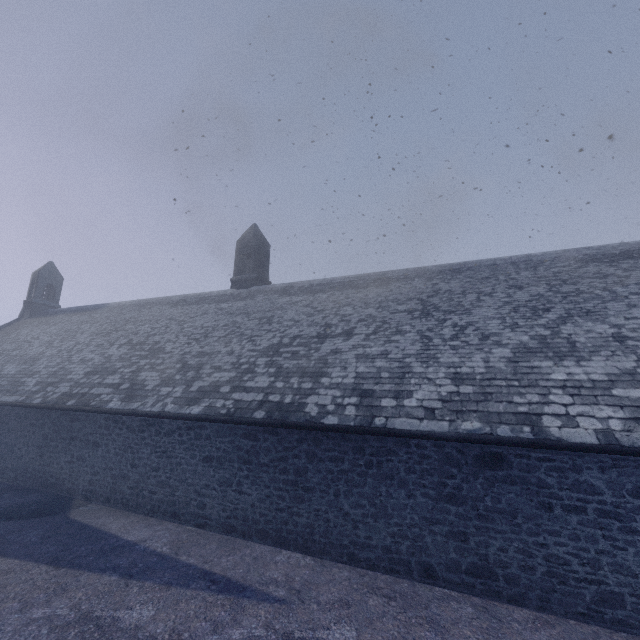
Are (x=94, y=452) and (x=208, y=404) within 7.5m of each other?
yes
